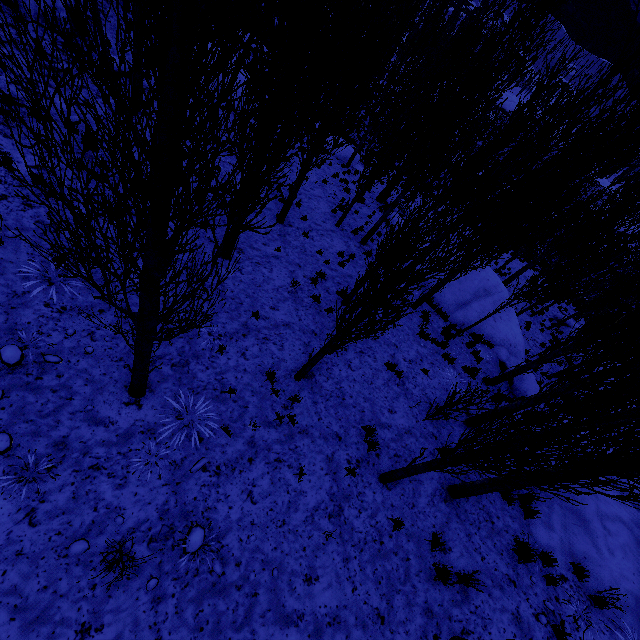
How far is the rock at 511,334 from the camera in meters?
13.9 m

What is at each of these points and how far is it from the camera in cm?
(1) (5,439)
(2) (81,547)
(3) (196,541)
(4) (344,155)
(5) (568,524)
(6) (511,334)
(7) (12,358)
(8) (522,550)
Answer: (1) rock, 450
(2) rock, 425
(3) rock, 479
(4) rock, 2355
(5) rock, 796
(6) rock, 1536
(7) rock, 511
(8) instancedfoliageactor, 684

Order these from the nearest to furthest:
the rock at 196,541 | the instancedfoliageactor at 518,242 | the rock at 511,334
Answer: the instancedfoliageactor at 518,242 → the rock at 196,541 → the rock at 511,334

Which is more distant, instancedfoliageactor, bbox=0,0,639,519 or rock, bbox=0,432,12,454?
rock, bbox=0,432,12,454

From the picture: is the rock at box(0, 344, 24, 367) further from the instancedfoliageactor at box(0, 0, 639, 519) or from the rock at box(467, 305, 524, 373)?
the rock at box(467, 305, 524, 373)

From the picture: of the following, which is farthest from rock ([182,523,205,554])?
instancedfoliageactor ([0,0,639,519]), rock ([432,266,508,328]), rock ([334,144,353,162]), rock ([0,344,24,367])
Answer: rock ([334,144,353,162])

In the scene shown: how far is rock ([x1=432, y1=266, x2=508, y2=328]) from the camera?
14.84m

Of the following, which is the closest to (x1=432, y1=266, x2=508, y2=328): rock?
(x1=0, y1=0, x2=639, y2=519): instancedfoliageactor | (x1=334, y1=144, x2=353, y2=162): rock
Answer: (x1=0, y1=0, x2=639, y2=519): instancedfoliageactor
